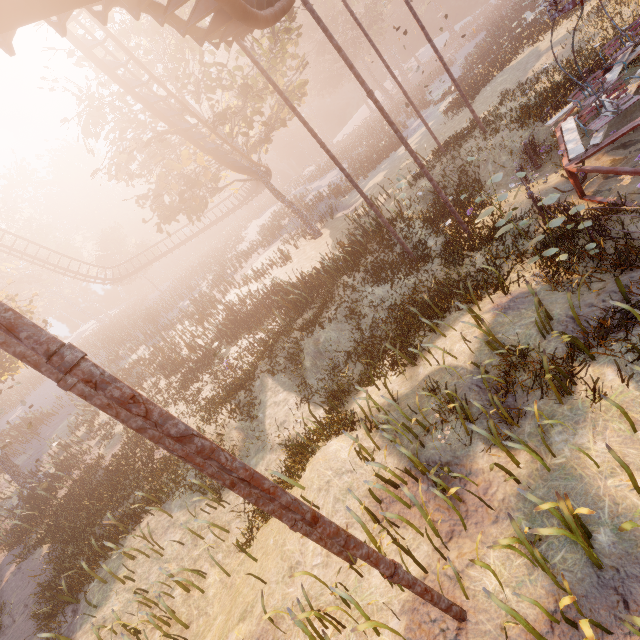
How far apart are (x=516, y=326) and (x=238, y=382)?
10.47m

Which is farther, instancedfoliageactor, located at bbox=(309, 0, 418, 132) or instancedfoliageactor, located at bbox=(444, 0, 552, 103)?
instancedfoliageactor, located at bbox=(309, 0, 418, 132)

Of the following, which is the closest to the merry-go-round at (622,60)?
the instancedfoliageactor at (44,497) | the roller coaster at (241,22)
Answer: the roller coaster at (241,22)

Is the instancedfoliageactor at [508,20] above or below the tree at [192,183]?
below

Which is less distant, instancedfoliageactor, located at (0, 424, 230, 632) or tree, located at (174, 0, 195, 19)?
instancedfoliageactor, located at (0, 424, 230, 632)

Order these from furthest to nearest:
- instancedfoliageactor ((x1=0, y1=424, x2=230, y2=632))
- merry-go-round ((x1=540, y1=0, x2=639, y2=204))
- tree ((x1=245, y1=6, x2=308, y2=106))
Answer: tree ((x1=245, y1=6, x2=308, y2=106)) < instancedfoliageactor ((x1=0, y1=424, x2=230, y2=632)) < merry-go-round ((x1=540, y1=0, x2=639, y2=204))

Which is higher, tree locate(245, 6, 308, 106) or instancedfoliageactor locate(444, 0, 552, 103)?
tree locate(245, 6, 308, 106)

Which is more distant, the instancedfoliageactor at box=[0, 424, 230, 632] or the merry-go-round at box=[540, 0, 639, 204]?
the instancedfoliageactor at box=[0, 424, 230, 632]
